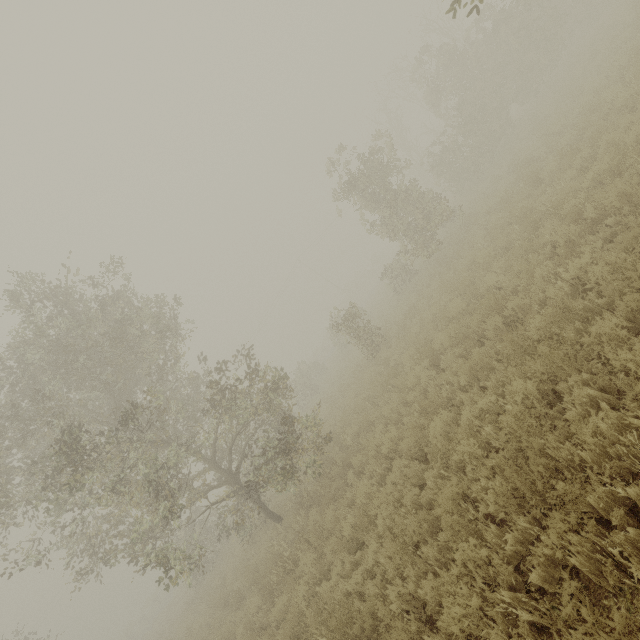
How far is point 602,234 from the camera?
6.00m
